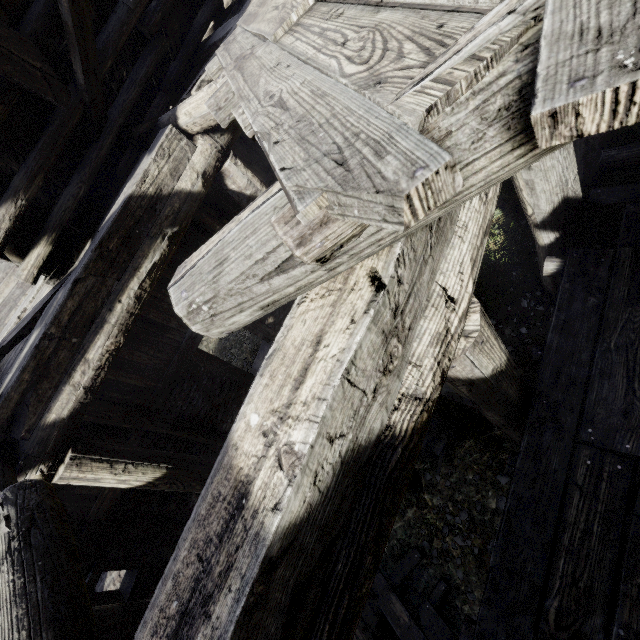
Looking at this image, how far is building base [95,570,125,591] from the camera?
9.8 meters

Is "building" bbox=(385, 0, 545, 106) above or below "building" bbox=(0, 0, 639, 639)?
above

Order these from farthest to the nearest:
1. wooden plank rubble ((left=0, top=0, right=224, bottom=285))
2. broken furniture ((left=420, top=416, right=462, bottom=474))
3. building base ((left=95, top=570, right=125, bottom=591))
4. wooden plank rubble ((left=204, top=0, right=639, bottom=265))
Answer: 1. building base ((left=95, top=570, right=125, bottom=591))
2. broken furniture ((left=420, top=416, right=462, bottom=474))
3. wooden plank rubble ((left=0, top=0, right=224, bottom=285))
4. wooden plank rubble ((left=204, top=0, right=639, bottom=265))

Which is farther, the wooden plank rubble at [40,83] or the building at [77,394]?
the wooden plank rubble at [40,83]

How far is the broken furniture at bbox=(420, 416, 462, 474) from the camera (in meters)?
6.11

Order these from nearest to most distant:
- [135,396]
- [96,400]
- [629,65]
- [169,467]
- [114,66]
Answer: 1. [629,65]
2. [114,66]
3. [169,467]
4. [96,400]
5. [135,396]

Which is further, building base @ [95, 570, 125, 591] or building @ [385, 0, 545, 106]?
building base @ [95, 570, 125, 591]

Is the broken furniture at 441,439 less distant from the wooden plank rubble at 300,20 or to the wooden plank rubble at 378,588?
the wooden plank rubble at 378,588
